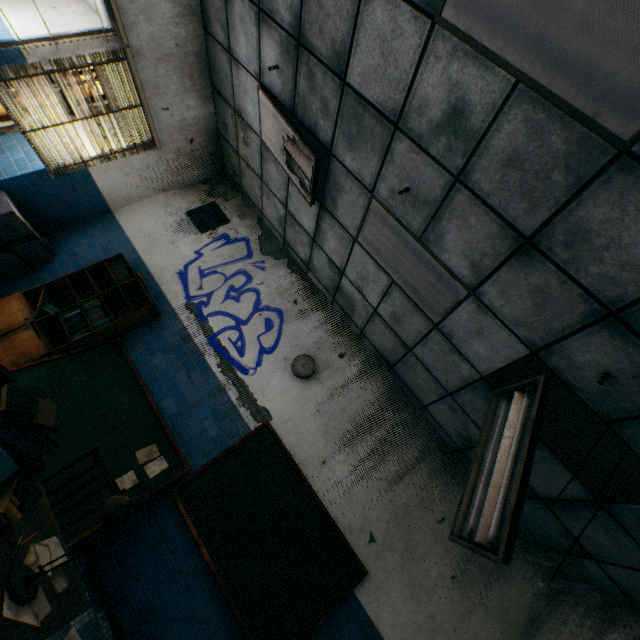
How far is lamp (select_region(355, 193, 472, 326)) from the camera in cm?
292

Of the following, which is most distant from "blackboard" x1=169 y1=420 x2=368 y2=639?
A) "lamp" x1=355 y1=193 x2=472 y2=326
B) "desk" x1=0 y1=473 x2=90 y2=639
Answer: "lamp" x1=355 y1=193 x2=472 y2=326

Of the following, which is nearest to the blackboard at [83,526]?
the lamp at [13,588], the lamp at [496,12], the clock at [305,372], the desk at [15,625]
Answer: the clock at [305,372]

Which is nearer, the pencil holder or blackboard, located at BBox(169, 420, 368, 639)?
the pencil holder

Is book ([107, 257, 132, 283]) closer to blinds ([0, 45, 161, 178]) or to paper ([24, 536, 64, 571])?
blinds ([0, 45, 161, 178])

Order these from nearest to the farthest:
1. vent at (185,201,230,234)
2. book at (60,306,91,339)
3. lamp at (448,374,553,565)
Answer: lamp at (448,374,553,565)
book at (60,306,91,339)
vent at (185,201,230,234)

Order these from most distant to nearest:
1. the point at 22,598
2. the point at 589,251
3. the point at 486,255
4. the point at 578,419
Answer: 1. the point at 578,419
2. the point at 486,255
3. the point at 589,251
4. the point at 22,598

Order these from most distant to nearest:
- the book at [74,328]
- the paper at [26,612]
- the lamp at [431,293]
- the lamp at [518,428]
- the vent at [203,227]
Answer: the vent at [203,227] < the book at [74,328] < the lamp at [431,293] < the lamp at [518,428] < the paper at [26,612]
